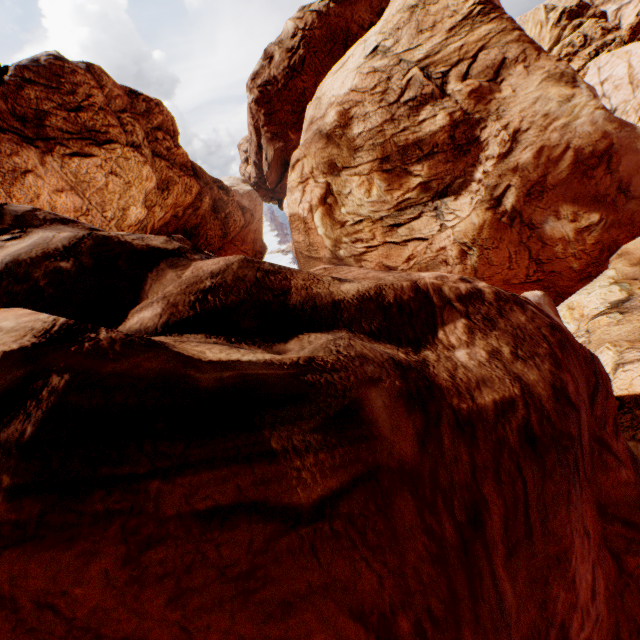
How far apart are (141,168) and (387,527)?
28.3 meters
